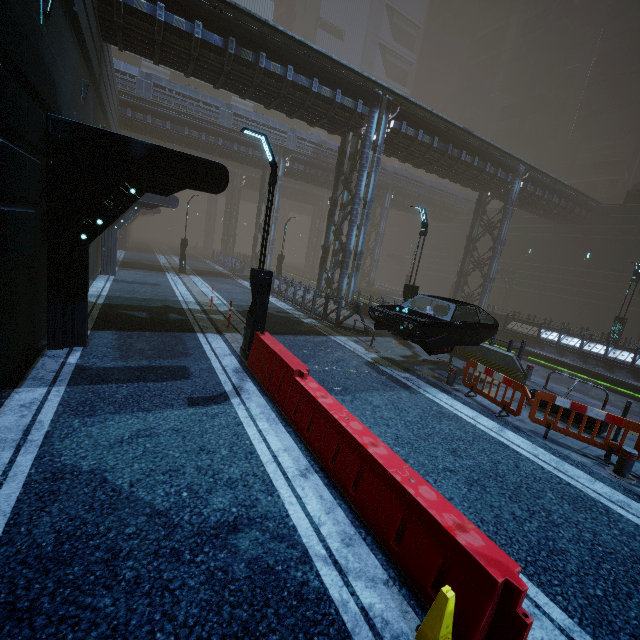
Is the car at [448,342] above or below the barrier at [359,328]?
above

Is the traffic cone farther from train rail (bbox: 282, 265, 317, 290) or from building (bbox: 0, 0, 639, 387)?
train rail (bbox: 282, 265, 317, 290)

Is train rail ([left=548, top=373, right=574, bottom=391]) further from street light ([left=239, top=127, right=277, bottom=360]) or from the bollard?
street light ([left=239, top=127, right=277, bottom=360])

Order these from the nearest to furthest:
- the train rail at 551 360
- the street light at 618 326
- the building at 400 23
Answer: the train rail at 551 360 → the street light at 618 326 → the building at 400 23

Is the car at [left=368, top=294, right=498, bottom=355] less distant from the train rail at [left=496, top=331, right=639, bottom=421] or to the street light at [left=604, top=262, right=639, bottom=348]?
the train rail at [left=496, top=331, right=639, bottom=421]

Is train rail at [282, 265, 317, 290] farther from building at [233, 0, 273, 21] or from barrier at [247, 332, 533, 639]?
barrier at [247, 332, 533, 639]

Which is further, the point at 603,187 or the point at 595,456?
the point at 603,187

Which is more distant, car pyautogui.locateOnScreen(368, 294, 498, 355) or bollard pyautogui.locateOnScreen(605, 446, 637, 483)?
car pyautogui.locateOnScreen(368, 294, 498, 355)
